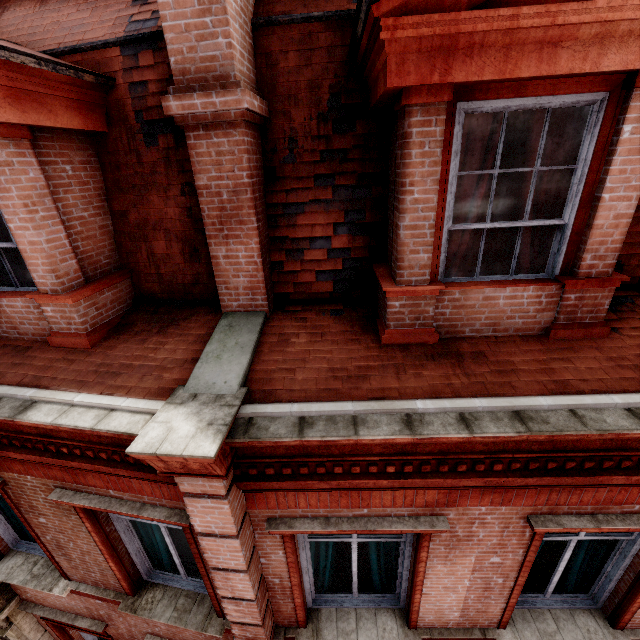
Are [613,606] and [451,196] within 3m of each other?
no

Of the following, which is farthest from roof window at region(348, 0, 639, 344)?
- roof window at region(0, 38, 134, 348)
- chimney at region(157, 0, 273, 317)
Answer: roof window at region(0, 38, 134, 348)

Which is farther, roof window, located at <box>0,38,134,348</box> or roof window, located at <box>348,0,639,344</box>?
roof window, located at <box>0,38,134,348</box>

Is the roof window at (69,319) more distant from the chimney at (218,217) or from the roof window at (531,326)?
the roof window at (531,326)

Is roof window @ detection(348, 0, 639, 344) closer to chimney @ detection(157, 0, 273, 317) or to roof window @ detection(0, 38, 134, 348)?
chimney @ detection(157, 0, 273, 317)
